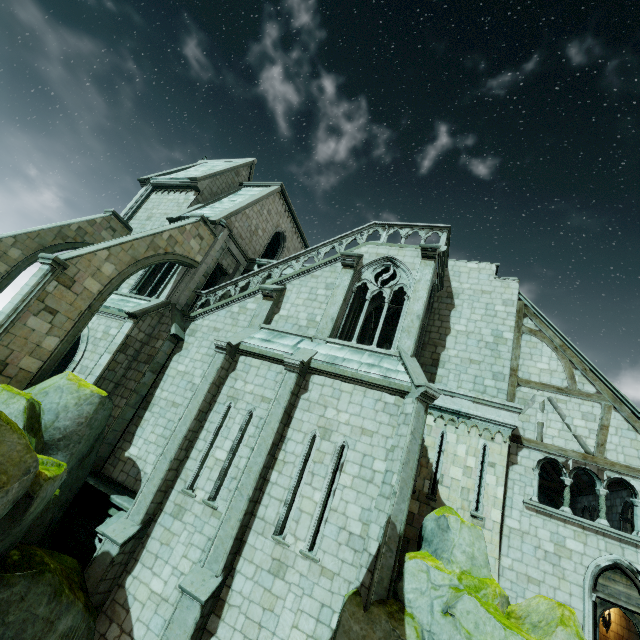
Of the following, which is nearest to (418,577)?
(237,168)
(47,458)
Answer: (47,458)

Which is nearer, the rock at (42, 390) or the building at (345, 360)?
the rock at (42, 390)

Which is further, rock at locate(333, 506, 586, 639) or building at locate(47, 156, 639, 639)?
building at locate(47, 156, 639, 639)
